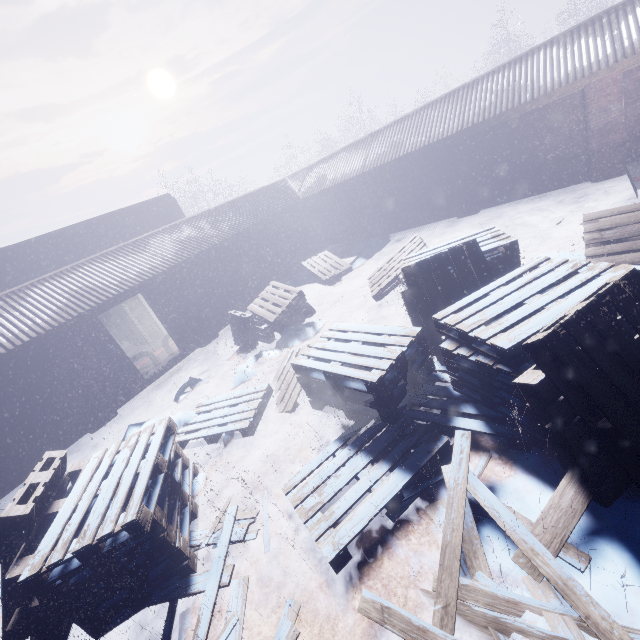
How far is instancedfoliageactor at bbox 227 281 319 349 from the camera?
7.2m

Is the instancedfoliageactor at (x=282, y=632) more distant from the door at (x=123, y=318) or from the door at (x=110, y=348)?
the door at (x=123, y=318)

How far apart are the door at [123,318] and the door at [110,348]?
3.2 meters

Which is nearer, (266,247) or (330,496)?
(330,496)

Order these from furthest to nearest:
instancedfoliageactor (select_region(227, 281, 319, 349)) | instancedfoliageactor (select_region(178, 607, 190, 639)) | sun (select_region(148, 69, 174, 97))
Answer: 1. sun (select_region(148, 69, 174, 97))
2. instancedfoliageactor (select_region(227, 281, 319, 349))
3. instancedfoliageactor (select_region(178, 607, 190, 639))

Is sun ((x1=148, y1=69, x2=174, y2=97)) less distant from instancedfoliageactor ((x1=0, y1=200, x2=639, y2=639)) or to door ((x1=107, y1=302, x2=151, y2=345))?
door ((x1=107, y1=302, x2=151, y2=345))

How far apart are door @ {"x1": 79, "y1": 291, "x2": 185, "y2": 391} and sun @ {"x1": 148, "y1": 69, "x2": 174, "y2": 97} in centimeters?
6773cm

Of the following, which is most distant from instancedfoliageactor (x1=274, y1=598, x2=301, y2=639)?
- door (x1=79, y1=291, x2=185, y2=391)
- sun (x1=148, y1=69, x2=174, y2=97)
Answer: sun (x1=148, y1=69, x2=174, y2=97)
